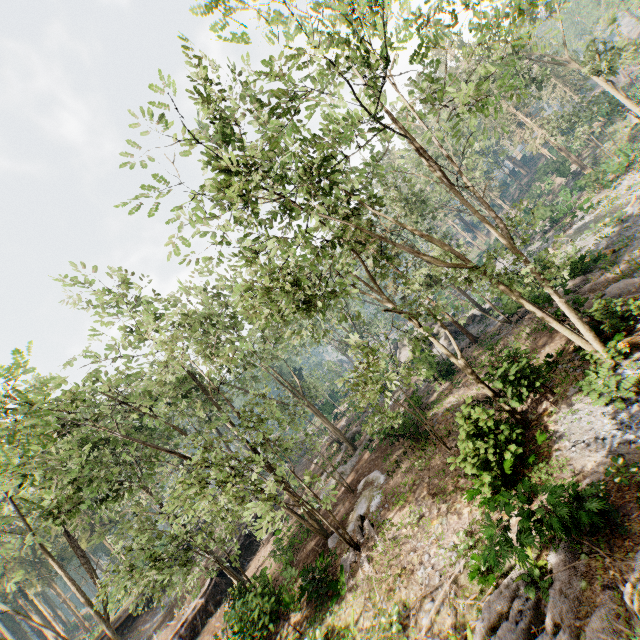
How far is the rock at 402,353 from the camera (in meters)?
41.03

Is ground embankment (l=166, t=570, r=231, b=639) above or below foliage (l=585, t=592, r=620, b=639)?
above

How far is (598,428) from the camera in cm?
1089

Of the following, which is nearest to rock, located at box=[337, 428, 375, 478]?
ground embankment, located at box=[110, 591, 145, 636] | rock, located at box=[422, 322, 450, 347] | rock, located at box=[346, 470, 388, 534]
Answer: rock, located at box=[346, 470, 388, 534]

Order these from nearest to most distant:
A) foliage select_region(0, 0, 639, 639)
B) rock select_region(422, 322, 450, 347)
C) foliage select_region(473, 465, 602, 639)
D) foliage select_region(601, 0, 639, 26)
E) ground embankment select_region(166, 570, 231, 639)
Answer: foliage select_region(473, 465, 602, 639), foliage select_region(0, 0, 639, 639), ground embankment select_region(166, 570, 231, 639), foliage select_region(601, 0, 639, 26), rock select_region(422, 322, 450, 347)

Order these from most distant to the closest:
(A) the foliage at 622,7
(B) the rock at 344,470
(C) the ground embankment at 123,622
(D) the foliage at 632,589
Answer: (C) the ground embankment at 123,622 → (B) the rock at 344,470 → (A) the foliage at 622,7 → (D) the foliage at 632,589

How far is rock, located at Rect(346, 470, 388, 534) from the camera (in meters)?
17.38

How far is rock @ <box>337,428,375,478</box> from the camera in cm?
2460
